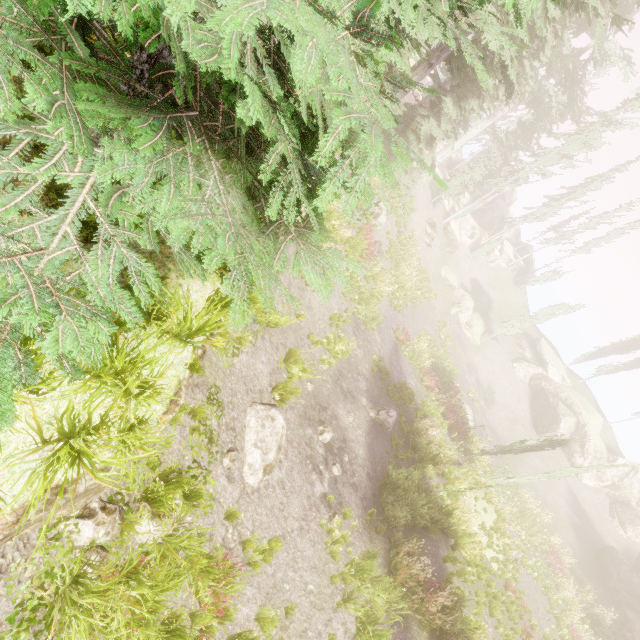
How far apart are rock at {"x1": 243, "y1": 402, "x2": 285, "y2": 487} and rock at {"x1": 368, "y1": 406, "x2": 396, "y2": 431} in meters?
6.5

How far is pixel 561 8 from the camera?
10.46m

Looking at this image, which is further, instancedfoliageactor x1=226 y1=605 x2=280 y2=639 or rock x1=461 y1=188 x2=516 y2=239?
rock x1=461 y1=188 x2=516 y2=239

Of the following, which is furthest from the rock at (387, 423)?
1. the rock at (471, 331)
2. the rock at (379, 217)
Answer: the rock at (471, 331)

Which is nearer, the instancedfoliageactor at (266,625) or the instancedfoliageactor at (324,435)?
the instancedfoliageactor at (266,625)

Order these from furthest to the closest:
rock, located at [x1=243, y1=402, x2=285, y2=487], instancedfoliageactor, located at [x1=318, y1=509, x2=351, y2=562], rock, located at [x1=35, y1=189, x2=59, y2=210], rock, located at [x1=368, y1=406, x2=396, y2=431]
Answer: rock, located at [x1=368, y1=406, x2=396, y2=431] < instancedfoliageactor, located at [x1=318, y1=509, x2=351, y2=562] < rock, located at [x1=243, y1=402, x2=285, y2=487] < rock, located at [x1=35, y1=189, x2=59, y2=210]

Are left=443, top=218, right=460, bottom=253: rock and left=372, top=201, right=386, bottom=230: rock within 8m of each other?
no

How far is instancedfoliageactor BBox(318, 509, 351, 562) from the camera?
8.4 meters
